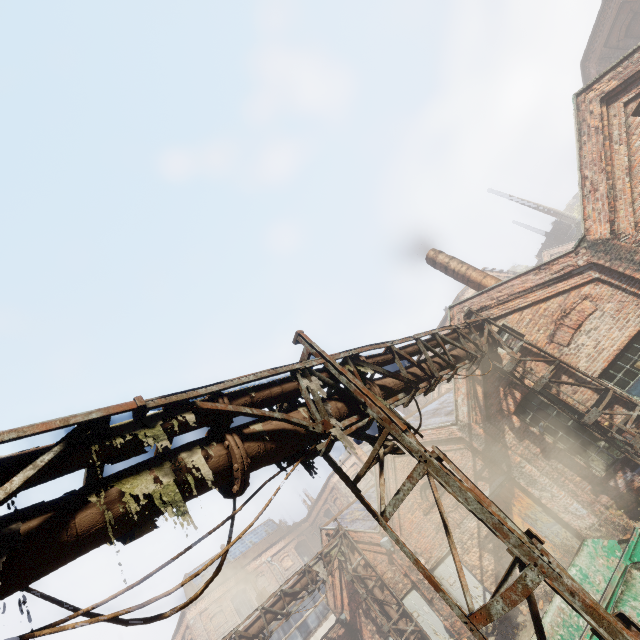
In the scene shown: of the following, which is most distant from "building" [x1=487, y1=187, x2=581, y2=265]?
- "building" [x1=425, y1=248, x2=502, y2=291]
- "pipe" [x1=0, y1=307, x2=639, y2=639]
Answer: "pipe" [x1=0, y1=307, x2=639, y2=639]

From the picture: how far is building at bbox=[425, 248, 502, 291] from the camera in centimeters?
1302cm

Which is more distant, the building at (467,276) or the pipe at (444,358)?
the building at (467,276)

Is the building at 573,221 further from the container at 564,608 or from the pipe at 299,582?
the container at 564,608

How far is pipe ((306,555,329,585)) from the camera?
14.0 meters

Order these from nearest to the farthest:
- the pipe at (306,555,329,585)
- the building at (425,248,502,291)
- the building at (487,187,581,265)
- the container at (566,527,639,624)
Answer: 1. the container at (566,527,639,624)
2. the building at (425,248,502,291)
3. the pipe at (306,555,329,585)
4. the building at (487,187,581,265)

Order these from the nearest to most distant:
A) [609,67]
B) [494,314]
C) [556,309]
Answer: [609,67] → [556,309] → [494,314]

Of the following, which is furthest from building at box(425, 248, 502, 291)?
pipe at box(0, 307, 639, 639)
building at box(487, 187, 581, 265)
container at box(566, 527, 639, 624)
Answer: building at box(487, 187, 581, 265)
